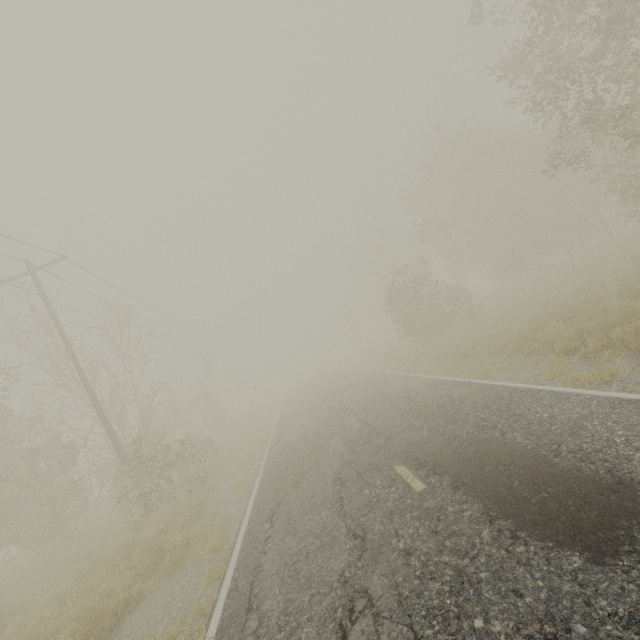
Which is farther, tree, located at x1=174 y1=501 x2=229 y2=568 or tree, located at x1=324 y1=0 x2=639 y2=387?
tree, located at x1=324 y1=0 x2=639 y2=387

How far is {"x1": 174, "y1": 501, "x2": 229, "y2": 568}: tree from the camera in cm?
721

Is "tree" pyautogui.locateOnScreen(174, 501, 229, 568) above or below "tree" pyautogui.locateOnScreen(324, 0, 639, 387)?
below

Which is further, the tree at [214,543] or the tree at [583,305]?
the tree at [583,305]

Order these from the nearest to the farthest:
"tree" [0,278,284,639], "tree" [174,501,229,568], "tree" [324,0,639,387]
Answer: "tree" [174,501,229,568] → "tree" [0,278,284,639] → "tree" [324,0,639,387]

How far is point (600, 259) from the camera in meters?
18.7 m
